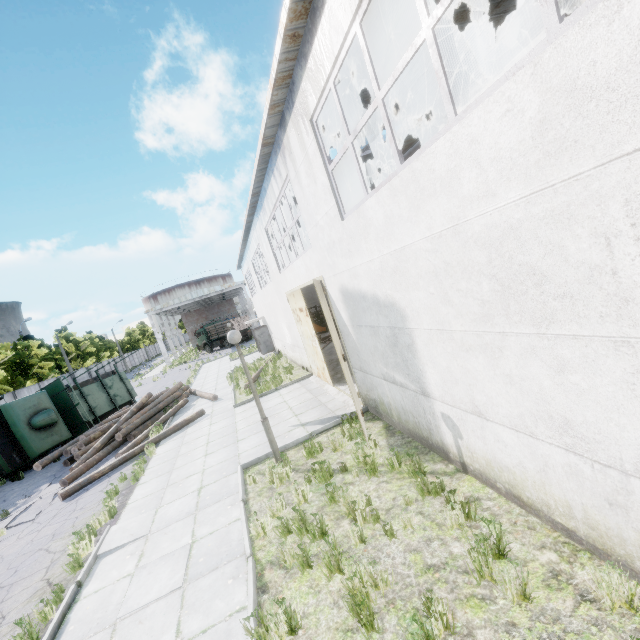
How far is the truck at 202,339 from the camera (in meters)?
43.38

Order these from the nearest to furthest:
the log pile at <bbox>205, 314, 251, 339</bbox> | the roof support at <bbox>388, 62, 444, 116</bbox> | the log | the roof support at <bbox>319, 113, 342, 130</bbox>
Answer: the roof support at <bbox>319, 113, 342, 130</bbox> < the roof support at <bbox>388, 62, 444, 116</bbox> < the log < the log pile at <bbox>205, 314, 251, 339</bbox>

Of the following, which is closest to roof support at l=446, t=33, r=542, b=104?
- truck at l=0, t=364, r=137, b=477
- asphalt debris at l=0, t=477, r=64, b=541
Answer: asphalt debris at l=0, t=477, r=64, b=541

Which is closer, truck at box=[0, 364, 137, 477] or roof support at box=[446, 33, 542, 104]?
roof support at box=[446, 33, 542, 104]

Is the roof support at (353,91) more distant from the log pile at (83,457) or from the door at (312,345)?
the log pile at (83,457)

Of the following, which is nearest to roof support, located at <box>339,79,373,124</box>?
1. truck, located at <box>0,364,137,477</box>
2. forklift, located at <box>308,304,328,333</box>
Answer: truck, located at <box>0,364,137,477</box>

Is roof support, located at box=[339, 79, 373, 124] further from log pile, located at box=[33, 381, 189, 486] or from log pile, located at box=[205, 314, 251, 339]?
log pile, located at box=[205, 314, 251, 339]

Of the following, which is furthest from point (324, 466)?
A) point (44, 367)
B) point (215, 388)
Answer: point (44, 367)
